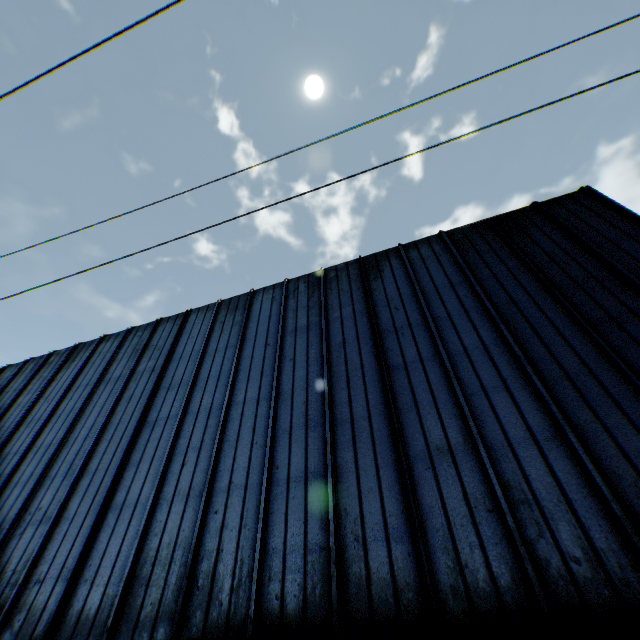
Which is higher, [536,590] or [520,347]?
[520,347]
